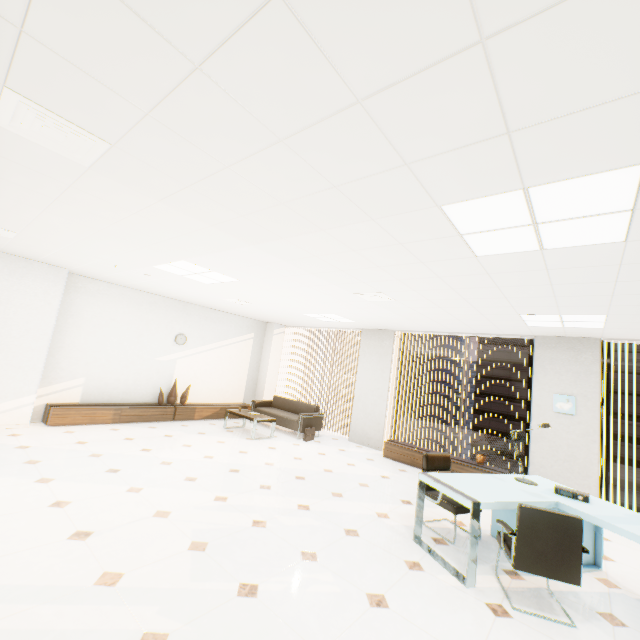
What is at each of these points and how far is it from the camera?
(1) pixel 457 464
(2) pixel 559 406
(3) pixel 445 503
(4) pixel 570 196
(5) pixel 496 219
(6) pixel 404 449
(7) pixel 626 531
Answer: (1) cupboard, 6.3 meters
(2) picture, 5.9 meters
(3) chair, 3.9 meters
(4) light, 1.9 meters
(5) light, 2.2 meters
(6) cupboard, 7.0 meters
(7) desk, 2.9 meters

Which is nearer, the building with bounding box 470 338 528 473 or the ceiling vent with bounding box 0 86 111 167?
Result: the ceiling vent with bounding box 0 86 111 167

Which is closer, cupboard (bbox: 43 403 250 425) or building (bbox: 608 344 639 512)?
cupboard (bbox: 43 403 250 425)

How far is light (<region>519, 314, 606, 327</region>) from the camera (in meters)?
4.46

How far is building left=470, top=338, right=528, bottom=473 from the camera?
53.2m

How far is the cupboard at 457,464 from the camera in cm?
596

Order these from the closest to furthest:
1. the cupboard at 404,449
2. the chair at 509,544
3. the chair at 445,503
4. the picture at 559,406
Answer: the chair at 509,544 → the chair at 445,503 → the picture at 559,406 → the cupboard at 404,449

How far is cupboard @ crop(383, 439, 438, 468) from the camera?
6.77m
